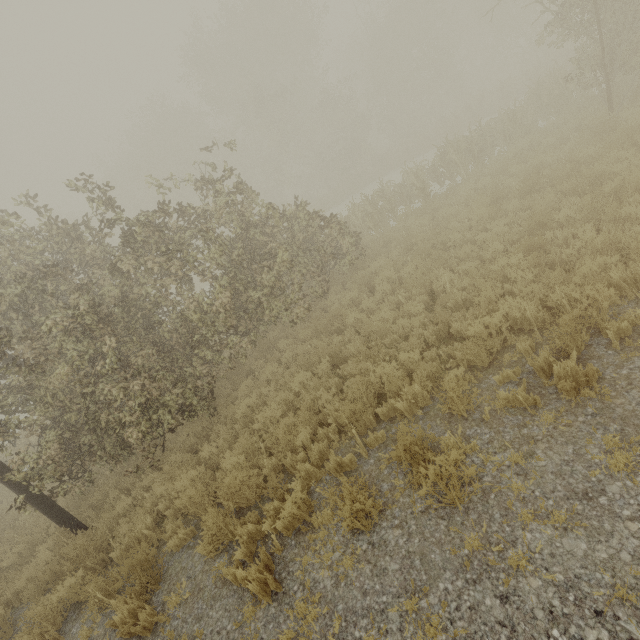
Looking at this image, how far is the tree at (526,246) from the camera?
6.4 meters

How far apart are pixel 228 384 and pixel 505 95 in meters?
27.4

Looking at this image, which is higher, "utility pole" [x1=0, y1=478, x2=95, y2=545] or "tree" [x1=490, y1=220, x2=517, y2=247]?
"utility pole" [x1=0, y1=478, x2=95, y2=545]

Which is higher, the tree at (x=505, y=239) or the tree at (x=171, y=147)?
the tree at (x=171, y=147)

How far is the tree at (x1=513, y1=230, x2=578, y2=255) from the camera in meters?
6.4 m

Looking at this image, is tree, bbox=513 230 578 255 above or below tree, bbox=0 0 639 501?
below

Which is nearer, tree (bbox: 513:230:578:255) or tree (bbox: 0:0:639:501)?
tree (bbox: 513:230:578:255)
